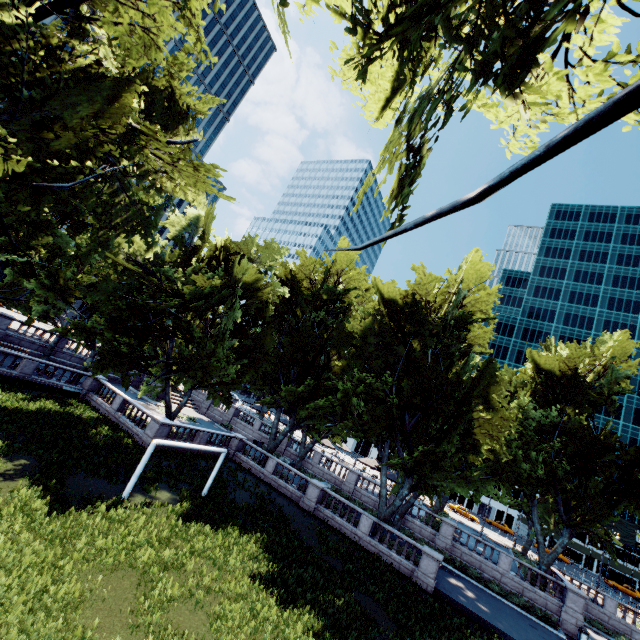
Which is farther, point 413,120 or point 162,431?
point 162,431
